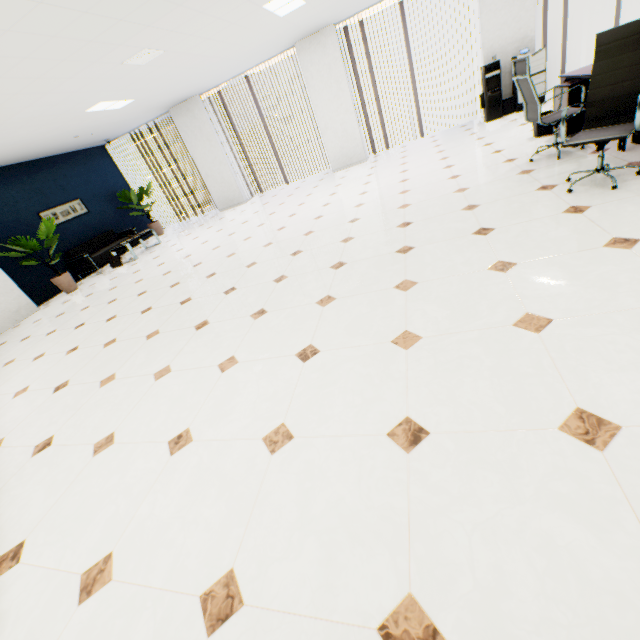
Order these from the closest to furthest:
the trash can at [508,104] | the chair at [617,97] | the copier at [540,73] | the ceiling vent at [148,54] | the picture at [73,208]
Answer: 1. the chair at [617,97]
2. the ceiling vent at [148,54]
3. the copier at [540,73]
4. the trash can at [508,104]
5. the picture at [73,208]

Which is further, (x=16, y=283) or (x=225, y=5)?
(x=16, y=283)

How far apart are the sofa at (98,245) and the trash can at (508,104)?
10.4m

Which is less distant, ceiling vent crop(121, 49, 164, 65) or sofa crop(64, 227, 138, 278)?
ceiling vent crop(121, 49, 164, 65)

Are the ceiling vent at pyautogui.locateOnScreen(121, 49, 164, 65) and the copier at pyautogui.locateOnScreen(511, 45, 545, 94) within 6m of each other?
no

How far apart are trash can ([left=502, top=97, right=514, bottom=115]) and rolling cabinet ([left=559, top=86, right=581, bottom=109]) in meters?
3.2

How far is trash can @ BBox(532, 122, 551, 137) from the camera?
4.9m

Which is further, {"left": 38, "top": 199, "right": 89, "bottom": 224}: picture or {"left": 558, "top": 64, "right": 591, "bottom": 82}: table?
{"left": 38, "top": 199, "right": 89, "bottom": 224}: picture
